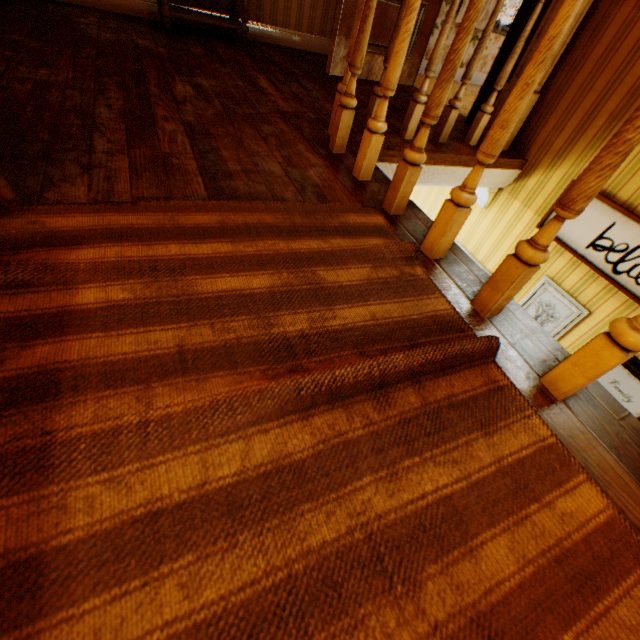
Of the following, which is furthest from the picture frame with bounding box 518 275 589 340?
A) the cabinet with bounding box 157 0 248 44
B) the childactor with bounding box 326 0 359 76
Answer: the cabinet with bounding box 157 0 248 44

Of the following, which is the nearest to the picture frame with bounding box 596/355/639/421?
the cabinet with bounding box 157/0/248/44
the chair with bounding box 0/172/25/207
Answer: the chair with bounding box 0/172/25/207

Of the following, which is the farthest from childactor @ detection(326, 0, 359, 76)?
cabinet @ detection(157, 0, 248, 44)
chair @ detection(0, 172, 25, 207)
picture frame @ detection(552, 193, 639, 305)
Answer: chair @ detection(0, 172, 25, 207)

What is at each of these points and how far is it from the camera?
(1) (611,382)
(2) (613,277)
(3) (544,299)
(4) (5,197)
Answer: (1) picture frame, 2.4 meters
(2) picture frame, 2.3 meters
(3) picture frame, 2.8 meters
(4) chair, 1.0 meters

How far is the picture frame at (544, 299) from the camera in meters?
2.6

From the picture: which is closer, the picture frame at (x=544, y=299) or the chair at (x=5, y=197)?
the chair at (x=5, y=197)

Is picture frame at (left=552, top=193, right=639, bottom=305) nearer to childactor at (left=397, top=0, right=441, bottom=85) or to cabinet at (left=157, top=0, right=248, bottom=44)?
childactor at (left=397, top=0, right=441, bottom=85)

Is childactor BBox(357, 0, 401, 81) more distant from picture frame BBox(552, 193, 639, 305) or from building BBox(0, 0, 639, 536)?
picture frame BBox(552, 193, 639, 305)
